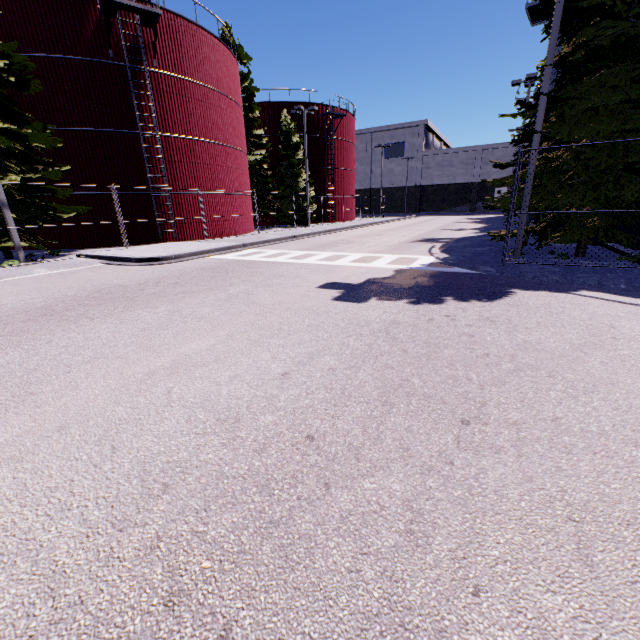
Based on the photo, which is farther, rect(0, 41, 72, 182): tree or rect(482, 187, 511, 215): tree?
rect(0, 41, 72, 182): tree

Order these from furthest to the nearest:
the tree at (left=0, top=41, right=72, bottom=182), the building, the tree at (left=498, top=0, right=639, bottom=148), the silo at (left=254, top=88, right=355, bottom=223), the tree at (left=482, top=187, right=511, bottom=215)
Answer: the building
the silo at (left=254, top=88, right=355, bottom=223)
the tree at (left=0, top=41, right=72, bottom=182)
the tree at (left=482, top=187, right=511, bottom=215)
the tree at (left=498, top=0, right=639, bottom=148)

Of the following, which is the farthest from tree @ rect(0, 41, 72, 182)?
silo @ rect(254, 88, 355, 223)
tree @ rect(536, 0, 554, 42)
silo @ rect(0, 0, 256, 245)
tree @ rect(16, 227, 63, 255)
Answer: silo @ rect(254, 88, 355, 223)

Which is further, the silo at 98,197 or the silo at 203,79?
the silo at 98,197

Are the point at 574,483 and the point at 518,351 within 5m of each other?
yes

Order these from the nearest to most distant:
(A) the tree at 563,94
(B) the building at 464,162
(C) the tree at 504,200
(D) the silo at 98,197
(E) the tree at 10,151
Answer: (A) the tree at 563,94
(C) the tree at 504,200
(E) the tree at 10,151
(D) the silo at 98,197
(B) the building at 464,162

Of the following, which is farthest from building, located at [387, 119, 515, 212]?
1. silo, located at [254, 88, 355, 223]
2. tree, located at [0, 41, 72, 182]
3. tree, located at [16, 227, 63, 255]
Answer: tree, located at [16, 227, 63, 255]

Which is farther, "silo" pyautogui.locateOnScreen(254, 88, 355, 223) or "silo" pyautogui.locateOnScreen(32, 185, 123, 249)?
"silo" pyautogui.locateOnScreen(254, 88, 355, 223)
